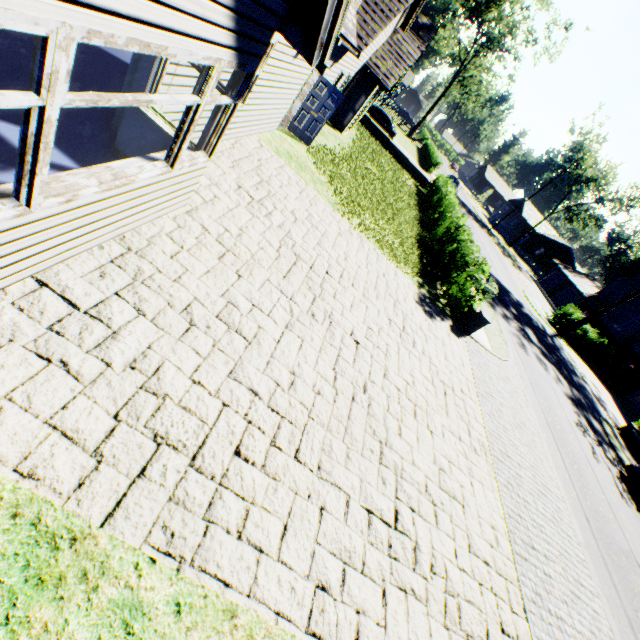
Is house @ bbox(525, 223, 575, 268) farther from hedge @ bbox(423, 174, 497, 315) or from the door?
the door

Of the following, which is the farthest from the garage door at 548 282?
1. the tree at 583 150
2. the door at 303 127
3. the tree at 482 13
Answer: the door at 303 127

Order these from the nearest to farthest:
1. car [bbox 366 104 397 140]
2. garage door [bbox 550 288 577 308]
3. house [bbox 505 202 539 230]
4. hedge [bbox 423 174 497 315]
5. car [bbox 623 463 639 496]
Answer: hedge [bbox 423 174 497 315]
car [bbox 623 463 639 496]
car [bbox 366 104 397 140]
garage door [bbox 550 288 577 308]
house [bbox 505 202 539 230]

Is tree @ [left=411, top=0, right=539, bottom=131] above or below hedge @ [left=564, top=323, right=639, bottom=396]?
above

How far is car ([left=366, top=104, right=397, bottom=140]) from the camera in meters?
28.6 m

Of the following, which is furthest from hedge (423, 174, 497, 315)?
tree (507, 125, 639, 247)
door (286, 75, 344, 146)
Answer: tree (507, 125, 639, 247)

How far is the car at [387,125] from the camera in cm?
2858

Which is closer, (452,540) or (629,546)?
(452,540)
